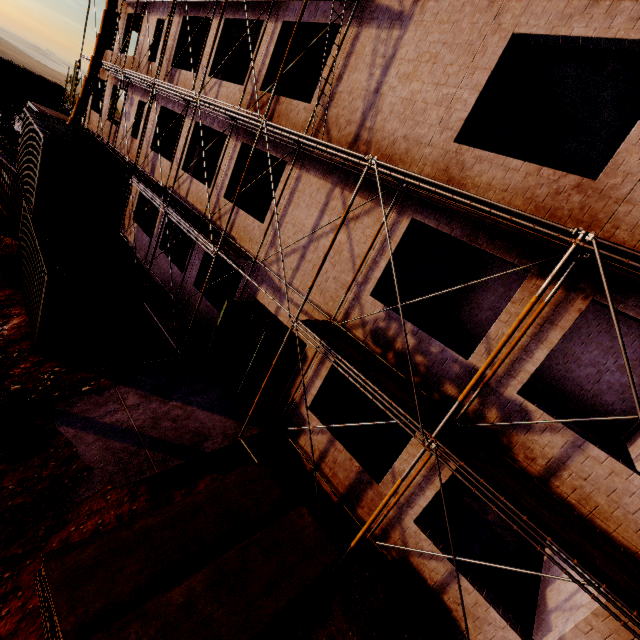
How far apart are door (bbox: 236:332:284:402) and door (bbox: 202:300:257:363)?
1.8 meters

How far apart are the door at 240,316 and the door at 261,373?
1.8 meters

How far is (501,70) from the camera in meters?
7.7

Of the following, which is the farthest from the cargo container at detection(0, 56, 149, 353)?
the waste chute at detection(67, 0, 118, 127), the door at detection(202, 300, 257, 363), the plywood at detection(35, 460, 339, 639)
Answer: the plywood at detection(35, 460, 339, 639)

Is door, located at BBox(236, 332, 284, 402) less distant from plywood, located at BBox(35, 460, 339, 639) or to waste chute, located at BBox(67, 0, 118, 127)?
plywood, located at BBox(35, 460, 339, 639)

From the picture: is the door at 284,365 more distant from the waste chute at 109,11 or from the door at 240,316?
the waste chute at 109,11

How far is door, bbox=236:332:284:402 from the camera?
9.7m

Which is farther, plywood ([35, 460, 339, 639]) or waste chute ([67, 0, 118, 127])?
waste chute ([67, 0, 118, 127])
